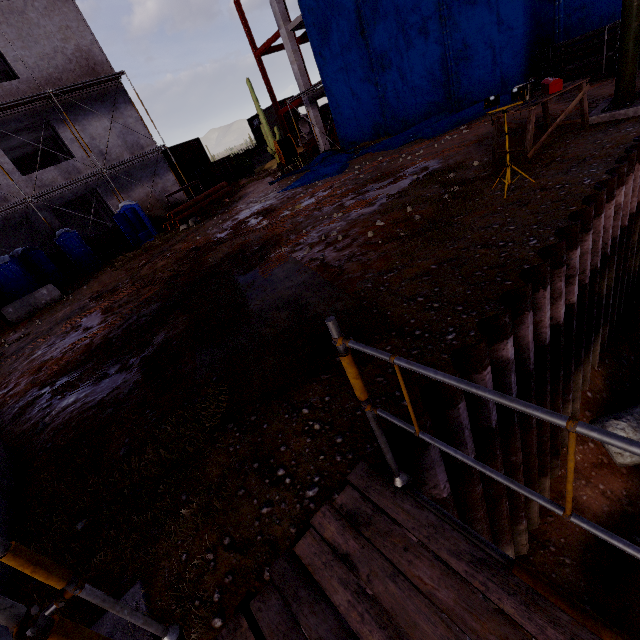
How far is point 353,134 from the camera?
19.9 meters

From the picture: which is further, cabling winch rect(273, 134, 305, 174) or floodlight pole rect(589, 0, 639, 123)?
cabling winch rect(273, 134, 305, 174)

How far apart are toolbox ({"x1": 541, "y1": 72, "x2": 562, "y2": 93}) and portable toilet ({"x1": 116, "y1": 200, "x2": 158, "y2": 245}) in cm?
1919

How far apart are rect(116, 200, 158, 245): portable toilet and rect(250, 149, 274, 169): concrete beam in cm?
2053

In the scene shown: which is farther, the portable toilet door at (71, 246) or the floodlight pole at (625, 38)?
the portable toilet door at (71, 246)

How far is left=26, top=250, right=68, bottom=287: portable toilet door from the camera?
15.9m

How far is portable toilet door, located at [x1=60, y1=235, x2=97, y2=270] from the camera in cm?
1722

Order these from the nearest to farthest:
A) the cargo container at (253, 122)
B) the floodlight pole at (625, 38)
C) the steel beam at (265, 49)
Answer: the floodlight pole at (625, 38) → the steel beam at (265, 49) → the cargo container at (253, 122)
